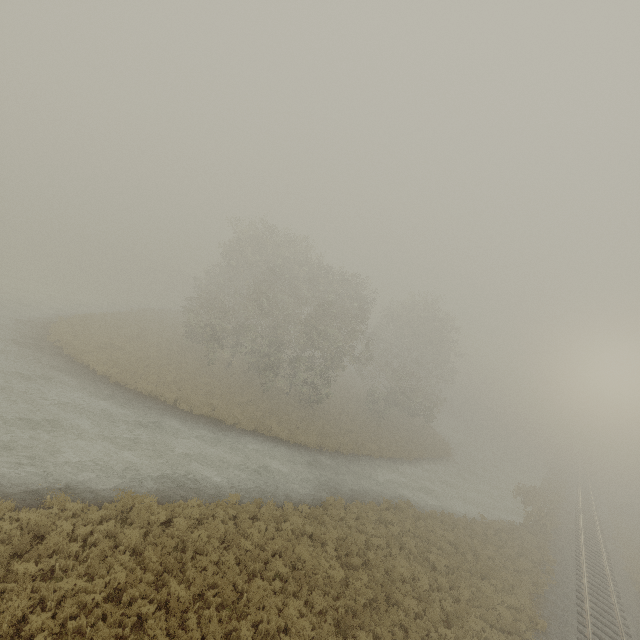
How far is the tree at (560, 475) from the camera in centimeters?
2814cm

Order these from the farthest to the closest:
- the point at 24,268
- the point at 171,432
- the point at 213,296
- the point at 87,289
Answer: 1. the point at 87,289
2. the point at 24,268
3. the point at 213,296
4. the point at 171,432

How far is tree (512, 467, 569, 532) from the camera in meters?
28.1
